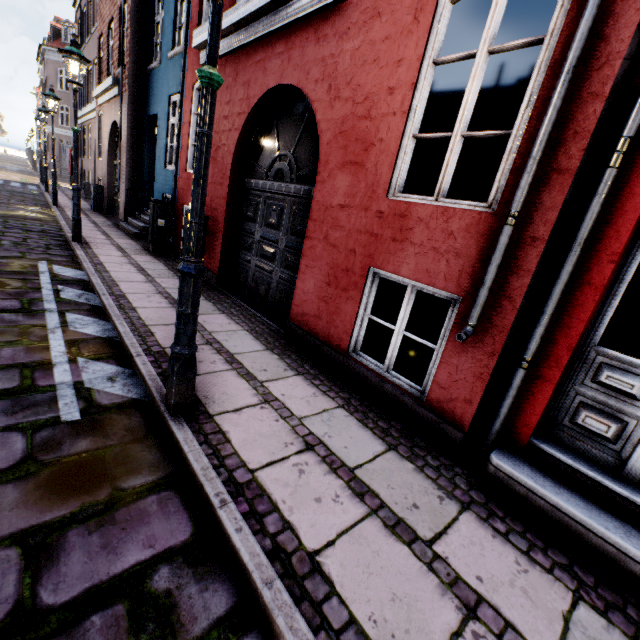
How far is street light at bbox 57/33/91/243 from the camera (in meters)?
6.18

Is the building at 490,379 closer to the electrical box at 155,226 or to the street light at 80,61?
the electrical box at 155,226

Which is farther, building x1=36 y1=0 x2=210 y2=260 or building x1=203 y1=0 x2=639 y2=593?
building x1=36 y1=0 x2=210 y2=260

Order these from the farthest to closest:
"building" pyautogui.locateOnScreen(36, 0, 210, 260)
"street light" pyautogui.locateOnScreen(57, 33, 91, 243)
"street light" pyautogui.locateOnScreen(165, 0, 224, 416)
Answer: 1. "building" pyautogui.locateOnScreen(36, 0, 210, 260)
2. "street light" pyautogui.locateOnScreen(57, 33, 91, 243)
3. "street light" pyautogui.locateOnScreen(165, 0, 224, 416)

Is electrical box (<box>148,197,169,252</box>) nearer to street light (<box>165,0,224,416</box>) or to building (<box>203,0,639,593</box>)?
building (<box>203,0,639,593</box>)

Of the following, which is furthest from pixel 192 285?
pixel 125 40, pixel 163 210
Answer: pixel 125 40

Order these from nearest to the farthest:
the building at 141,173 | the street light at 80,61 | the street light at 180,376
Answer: the street light at 180,376 → the street light at 80,61 → the building at 141,173
